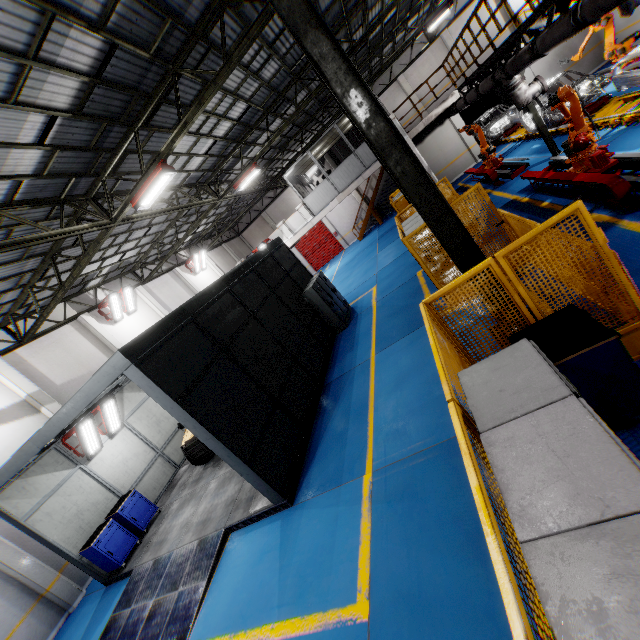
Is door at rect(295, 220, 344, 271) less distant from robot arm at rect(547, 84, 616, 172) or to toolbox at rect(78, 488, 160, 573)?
robot arm at rect(547, 84, 616, 172)

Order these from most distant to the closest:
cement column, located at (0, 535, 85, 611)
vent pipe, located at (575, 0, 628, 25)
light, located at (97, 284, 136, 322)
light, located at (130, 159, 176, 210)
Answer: light, located at (97, 284, 136, 322)
cement column, located at (0, 535, 85, 611)
light, located at (130, 159, 176, 210)
vent pipe, located at (575, 0, 628, 25)

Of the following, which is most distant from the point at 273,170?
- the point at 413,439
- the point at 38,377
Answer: the point at 413,439

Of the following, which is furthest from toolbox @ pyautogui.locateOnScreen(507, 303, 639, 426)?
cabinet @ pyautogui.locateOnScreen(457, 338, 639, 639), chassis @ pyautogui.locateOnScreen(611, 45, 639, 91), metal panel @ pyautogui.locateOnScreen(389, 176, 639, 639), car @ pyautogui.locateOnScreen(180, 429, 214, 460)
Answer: car @ pyautogui.locateOnScreen(180, 429, 214, 460)

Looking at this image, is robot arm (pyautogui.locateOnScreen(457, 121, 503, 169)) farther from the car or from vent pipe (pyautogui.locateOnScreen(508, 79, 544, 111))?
the car

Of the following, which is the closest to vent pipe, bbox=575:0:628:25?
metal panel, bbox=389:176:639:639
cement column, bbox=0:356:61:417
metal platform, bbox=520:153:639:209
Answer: metal platform, bbox=520:153:639:209

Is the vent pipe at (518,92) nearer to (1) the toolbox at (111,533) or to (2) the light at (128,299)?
(1) the toolbox at (111,533)

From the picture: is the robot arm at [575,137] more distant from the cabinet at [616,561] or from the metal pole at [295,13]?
the cabinet at [616,561]
